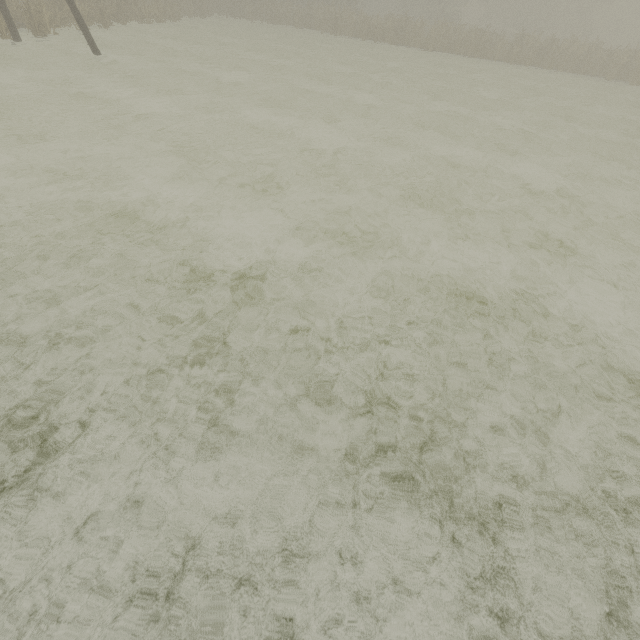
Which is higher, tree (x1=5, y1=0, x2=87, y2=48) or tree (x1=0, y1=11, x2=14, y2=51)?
tree (x1=0, y1=11, x2=14, y2=51)

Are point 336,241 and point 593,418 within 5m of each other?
yes

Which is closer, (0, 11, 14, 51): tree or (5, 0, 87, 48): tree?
(0, 11, 14, 51): tree

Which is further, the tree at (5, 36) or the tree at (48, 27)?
the tree at (48, 27)

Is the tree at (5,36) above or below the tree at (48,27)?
above
